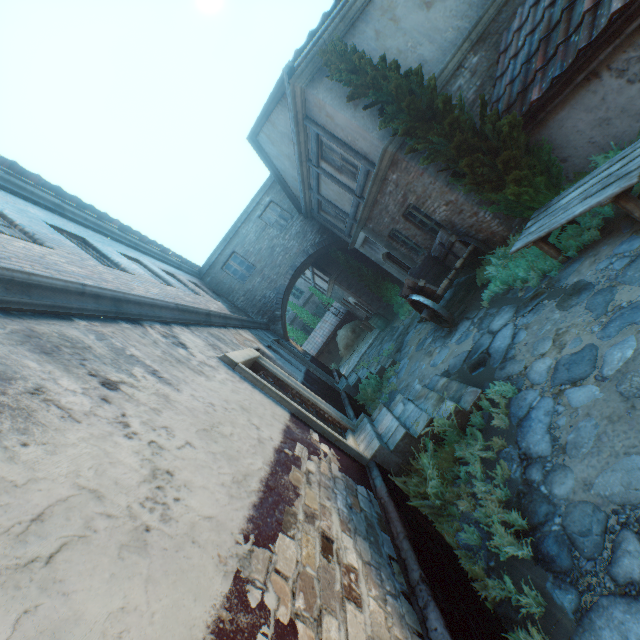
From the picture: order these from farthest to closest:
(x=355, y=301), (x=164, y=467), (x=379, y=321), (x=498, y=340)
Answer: (x=355, y=301) → (x=379, y=321) → (x=498, y=340) → (x=164, y=467)

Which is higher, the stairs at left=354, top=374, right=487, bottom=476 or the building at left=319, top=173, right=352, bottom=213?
the building at left=319, top=173, right=352, bottom=213

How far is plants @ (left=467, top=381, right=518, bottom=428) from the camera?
4.26m

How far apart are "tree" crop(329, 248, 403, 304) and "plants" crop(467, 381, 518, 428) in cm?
1118

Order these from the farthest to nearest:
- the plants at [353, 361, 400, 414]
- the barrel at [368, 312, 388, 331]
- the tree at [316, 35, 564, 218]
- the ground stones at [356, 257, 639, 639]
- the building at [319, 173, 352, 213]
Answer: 1. the barrel at [368, 312, 388, 331]
2. the building at [319, 173, 352, 213]
3. the plants at [353, 361, 400, 414]
4. the tree at [316, 35, 564, 218]
5. the ground stones at [356, 257, 639, 639]

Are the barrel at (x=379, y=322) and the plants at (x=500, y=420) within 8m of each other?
no

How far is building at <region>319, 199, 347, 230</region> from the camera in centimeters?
1298cm

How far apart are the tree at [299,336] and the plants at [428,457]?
23.97m
